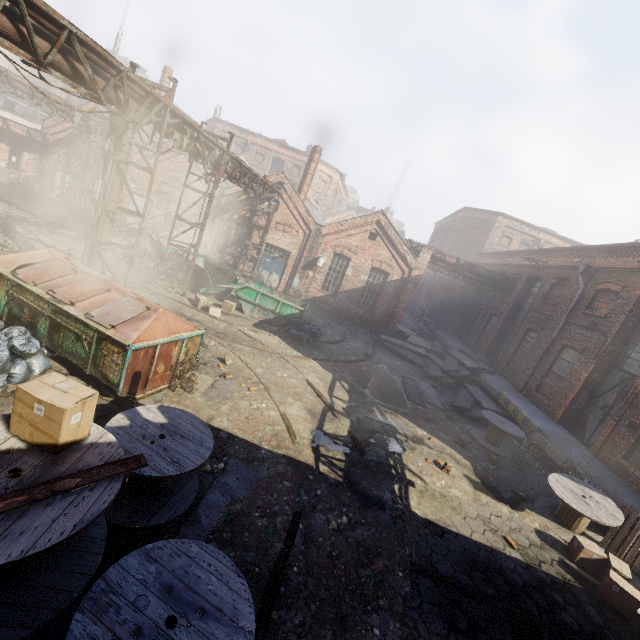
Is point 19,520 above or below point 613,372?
below

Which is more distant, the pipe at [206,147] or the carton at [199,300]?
the carton at [199,300]

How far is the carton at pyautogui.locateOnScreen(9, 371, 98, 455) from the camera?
2.75m

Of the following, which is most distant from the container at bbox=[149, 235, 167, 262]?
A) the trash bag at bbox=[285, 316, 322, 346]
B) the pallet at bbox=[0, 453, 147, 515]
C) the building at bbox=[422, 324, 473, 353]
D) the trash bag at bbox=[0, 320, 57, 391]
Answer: the pallet at bbox=[0, 453, 147, 515]

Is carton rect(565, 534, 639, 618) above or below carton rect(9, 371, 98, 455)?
below

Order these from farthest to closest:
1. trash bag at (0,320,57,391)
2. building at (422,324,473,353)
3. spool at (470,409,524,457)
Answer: building at (422,324,473,353) < spool at (470,409,524,457) < trash bag at (0,320,57,391)

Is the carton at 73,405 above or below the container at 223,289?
above

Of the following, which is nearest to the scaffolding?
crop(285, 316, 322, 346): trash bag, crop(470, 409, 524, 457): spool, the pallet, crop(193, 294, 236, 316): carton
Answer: crop(193, 294, 236, 316): carton
